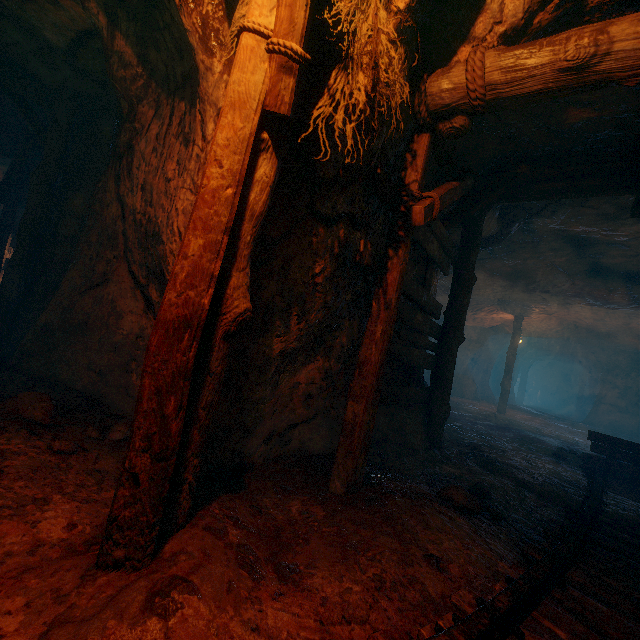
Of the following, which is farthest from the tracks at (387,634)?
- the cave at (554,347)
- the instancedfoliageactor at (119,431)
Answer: the cave at (554,347)

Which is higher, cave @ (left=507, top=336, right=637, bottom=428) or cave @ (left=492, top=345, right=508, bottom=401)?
cave @ (left=492, top=345, right=508, bottom=401)

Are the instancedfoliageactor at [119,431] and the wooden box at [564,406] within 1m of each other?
no

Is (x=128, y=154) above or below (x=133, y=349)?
above

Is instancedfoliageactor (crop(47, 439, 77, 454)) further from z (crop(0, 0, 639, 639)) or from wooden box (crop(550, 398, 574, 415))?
wooden box (crop(550, 398, 574, 415))

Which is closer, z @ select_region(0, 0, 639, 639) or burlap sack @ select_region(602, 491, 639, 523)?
z @ select_region(0, 0, 639, 639)

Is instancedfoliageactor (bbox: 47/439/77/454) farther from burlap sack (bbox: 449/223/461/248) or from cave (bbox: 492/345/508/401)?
cave (bbox: 492/345/508/401)

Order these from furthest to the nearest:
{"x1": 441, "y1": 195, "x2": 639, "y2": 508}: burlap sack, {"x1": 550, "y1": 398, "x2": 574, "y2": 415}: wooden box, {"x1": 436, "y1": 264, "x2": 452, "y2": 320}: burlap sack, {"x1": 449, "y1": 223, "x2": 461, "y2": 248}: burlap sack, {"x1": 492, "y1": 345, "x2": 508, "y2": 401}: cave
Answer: {"x1": 550, "y1": 398, "x2": 574, "y2": 415}: wooden box < {"x1": 492, "y1": 345, "x2": 508, "y2": 401}: cave < {"x1": 436, "y1": 264, "x2": 452, "y2": 320}: burlap sack < {"x1": 449, "y1": 223, "x2": 461, "y2": 248}: burlap sack < {"x1": 441, "y1": 195, "x2": 639, "y2": 508}: burlap sack
